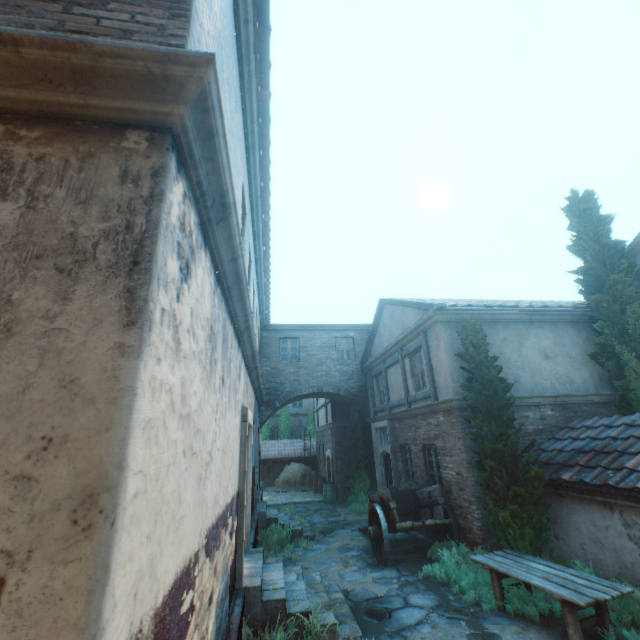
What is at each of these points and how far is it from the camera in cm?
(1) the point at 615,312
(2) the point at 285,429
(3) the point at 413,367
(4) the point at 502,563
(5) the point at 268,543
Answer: (1) tree, 954
(2) tree, 2778
(3) building, 1150
(4) table, 609
(5) plants, 957

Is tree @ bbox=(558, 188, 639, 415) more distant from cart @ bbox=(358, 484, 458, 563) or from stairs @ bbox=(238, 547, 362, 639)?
stairs @ bbox=(238, 547, 362, 639)

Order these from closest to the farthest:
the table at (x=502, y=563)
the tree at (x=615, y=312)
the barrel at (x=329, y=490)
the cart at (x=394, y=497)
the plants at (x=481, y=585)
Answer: the table at (x=502, y=563), the plants at (x=481, y=585), the cart at (x=394, y=497), the tree at (x=615, y=312), the barrel at (x=329, y=490)

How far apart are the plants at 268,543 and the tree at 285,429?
16.9 meters

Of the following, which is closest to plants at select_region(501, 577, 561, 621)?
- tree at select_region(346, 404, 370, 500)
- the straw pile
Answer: tree at select_region(346, 404, 370, 500)

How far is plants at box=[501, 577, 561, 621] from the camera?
5.7 meters

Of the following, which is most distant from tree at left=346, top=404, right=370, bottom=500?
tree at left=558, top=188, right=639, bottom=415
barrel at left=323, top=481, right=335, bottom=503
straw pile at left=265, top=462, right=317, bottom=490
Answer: tree at left=558, top=188, right=639, bottom=415

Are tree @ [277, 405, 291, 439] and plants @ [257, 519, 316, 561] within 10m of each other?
no
